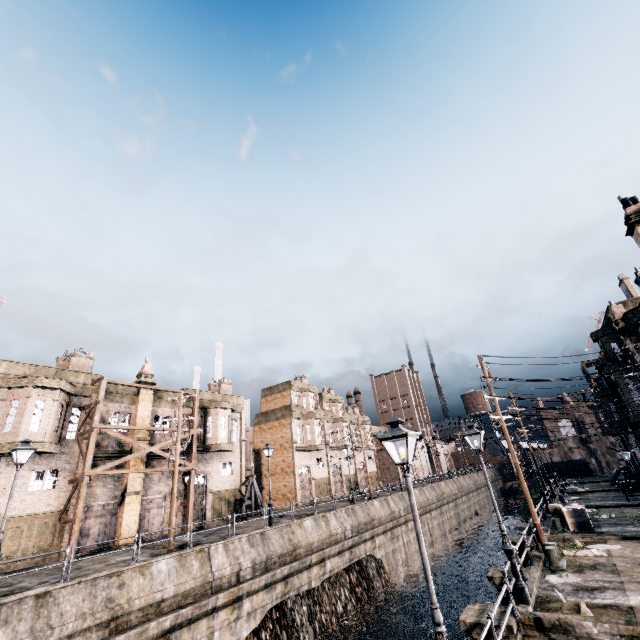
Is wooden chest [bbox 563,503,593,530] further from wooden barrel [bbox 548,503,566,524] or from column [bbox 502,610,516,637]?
column [bbox 502,610,516,637]

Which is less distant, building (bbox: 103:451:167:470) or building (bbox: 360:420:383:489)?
→ building (bbox: 103:451:167:470)

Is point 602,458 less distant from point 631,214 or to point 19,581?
point 631,214

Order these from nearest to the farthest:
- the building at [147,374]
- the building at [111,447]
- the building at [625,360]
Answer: the building at [625,360]
the building at [111,447]
the building at [147,374]

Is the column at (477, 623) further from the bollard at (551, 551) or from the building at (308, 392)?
the building at (308, 392)

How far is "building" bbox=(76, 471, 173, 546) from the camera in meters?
23.2

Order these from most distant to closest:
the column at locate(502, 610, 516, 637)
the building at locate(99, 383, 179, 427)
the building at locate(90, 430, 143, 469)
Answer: the building at locate(99, 383, 179, 427)
the building at locate(90, 430, 143, 469)
the column at locate(502, 610, 516, 637)

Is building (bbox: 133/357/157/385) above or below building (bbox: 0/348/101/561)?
above
